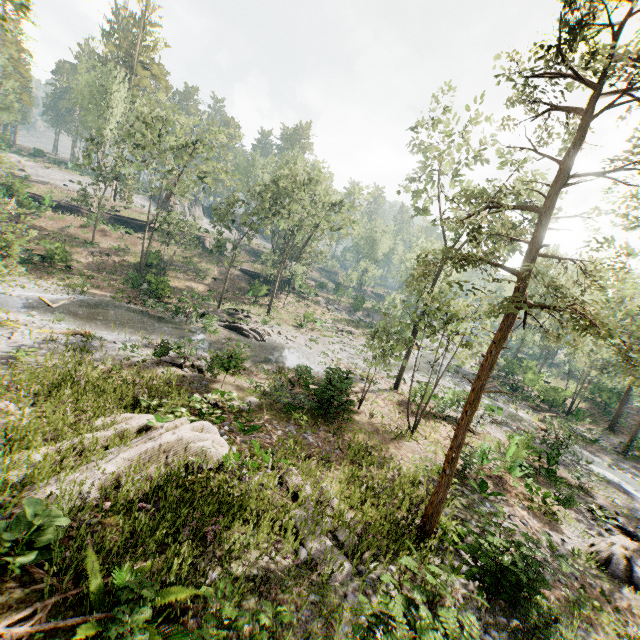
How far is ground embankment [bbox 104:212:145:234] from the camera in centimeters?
4784cm

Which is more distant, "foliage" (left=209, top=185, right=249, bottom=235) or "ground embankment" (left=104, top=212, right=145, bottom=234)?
"ground embankment" (left=104, top=212, right=145, bottom=234)

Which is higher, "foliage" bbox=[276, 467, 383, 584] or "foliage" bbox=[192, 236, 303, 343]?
"foliage" bbox=[276, 467, 383, 584]

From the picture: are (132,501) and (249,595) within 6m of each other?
yes

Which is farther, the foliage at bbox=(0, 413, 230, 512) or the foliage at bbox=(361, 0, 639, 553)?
the foliage at bbox=(361, 0, 639, 553)

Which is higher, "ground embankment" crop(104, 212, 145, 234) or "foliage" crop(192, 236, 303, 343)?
"ground embankment" crop(104, 212, 145, 234)

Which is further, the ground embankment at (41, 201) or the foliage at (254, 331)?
the ground embankment at (41, 201)

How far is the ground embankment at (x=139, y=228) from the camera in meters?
47.8
